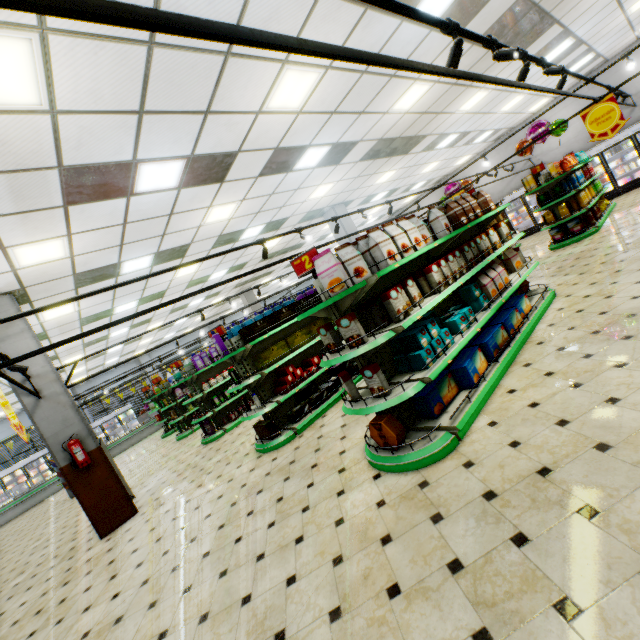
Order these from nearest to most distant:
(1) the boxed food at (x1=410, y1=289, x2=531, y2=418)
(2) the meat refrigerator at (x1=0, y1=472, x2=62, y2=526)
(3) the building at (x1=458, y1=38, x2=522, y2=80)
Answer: (1) the boxed food at (x1=410, y1=289, x2=531, y2=418) < (3) the building at (x1=458, y1=38, x2=522, y2=80) < (2) the meat refrigerator at (x1=0, y1=472, x2=62, y2=526)

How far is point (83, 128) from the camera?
3.7m

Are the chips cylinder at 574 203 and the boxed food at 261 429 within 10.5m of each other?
no

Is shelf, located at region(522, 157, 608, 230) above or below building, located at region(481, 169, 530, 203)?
below

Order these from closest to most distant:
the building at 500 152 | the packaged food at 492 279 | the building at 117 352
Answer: the packaged food at 492 279 → the building at 500 152 → the building at 117 352

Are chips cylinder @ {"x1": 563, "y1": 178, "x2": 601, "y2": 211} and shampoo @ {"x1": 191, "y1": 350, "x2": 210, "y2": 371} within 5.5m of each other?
no

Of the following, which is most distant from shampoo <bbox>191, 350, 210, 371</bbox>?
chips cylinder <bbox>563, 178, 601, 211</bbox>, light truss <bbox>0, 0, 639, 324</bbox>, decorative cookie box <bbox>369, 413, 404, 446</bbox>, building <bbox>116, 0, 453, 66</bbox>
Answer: chips cylinder <bbox>563, 178, 601, 211</bbox>

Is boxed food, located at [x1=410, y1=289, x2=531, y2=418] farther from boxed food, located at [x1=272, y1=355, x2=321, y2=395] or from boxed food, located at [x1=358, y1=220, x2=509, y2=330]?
boxed food, located at [x1=272, y1=355, x2=321, y2=395]
